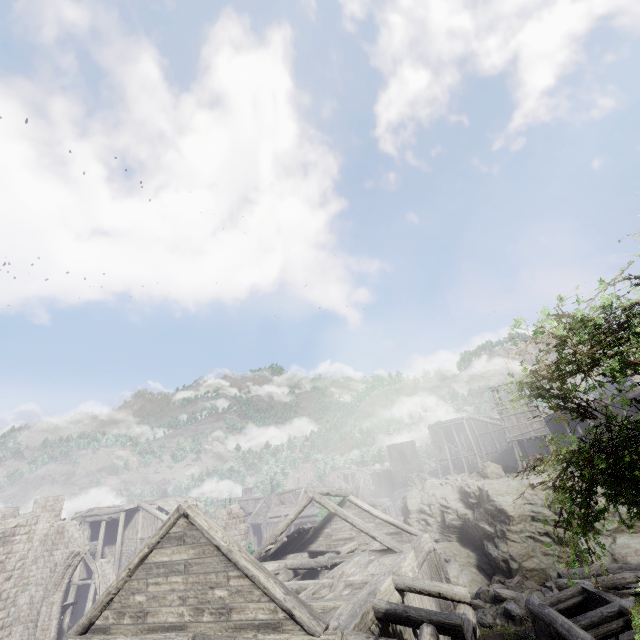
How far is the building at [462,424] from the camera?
31.23m

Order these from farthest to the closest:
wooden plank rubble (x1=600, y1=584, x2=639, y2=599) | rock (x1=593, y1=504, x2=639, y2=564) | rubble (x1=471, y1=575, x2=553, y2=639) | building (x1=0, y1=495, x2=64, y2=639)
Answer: building (x1=0, y1=495, x2=64, y2=639) → rock (x1=593, y1=504, x2=639, y2=564) → rubble (x1=471, y1=575, x2=553, y2=639) → wooden plank rubble (x1=600, y1=584, x2=639, y2=599)

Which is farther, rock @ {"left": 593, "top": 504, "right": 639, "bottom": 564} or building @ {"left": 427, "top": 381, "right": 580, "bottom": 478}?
building @ {"left": 427, "top": 381, "right": 580, "bottom": 478}

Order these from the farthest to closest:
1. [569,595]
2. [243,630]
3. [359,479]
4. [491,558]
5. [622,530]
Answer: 1. [359,479]
2. [491,558]
3. [622,530]
4. [569,595]
5. [243,630]

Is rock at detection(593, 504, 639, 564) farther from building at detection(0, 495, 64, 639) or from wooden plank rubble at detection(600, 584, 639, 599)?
wooden plank rubble at detection(600, 584, 639, 599)

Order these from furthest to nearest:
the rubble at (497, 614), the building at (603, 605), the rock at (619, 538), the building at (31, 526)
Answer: the building at (31, 526) < the rock at (619, 538) < the rubble at (497, 614) < the building at (603, 605)

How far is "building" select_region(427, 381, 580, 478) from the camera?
31.23m
